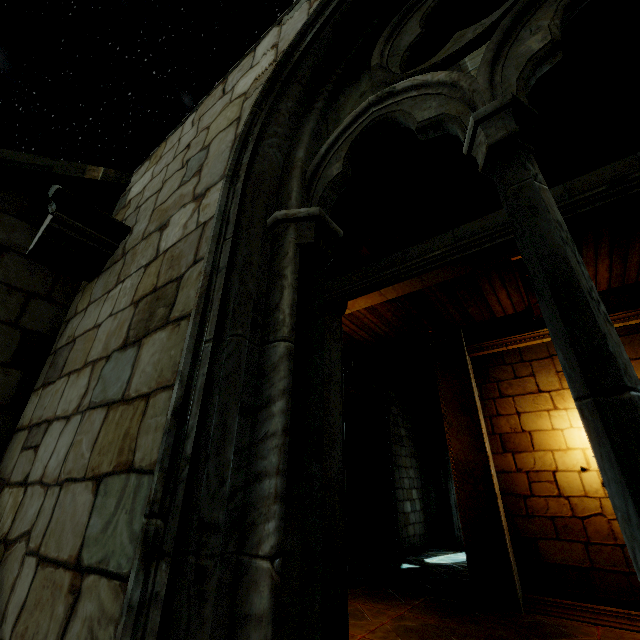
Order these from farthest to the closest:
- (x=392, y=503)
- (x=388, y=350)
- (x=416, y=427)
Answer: (x=416, y=427)
(x=392, y=503)
(x=388, y=350)

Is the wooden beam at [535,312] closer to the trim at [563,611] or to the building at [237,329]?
the building at [237,329]

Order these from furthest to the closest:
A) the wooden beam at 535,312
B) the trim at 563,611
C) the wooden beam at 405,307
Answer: the wooden beam at 405,307 → the wooden beam at 535,312 → the trim at 563,611

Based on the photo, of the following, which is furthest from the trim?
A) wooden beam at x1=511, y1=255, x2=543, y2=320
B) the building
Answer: wooden beam at x1=511, y1=255, x2=543, y2=320

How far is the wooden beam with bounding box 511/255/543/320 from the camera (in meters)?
5.12

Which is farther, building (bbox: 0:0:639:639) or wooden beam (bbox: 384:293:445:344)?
wooden beam (bbox: 384:293:445:344)

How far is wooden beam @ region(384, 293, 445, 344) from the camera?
6.2 meters

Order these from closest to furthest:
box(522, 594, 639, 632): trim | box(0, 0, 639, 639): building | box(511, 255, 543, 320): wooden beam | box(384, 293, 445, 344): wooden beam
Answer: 1. box(0, 0, 639, 639): building
2. box(522, 594, 639, 632): trim
3. box(511, 255, 543, 320): wooden beam
4. box(384, 293, 445, 344): wooden beam
